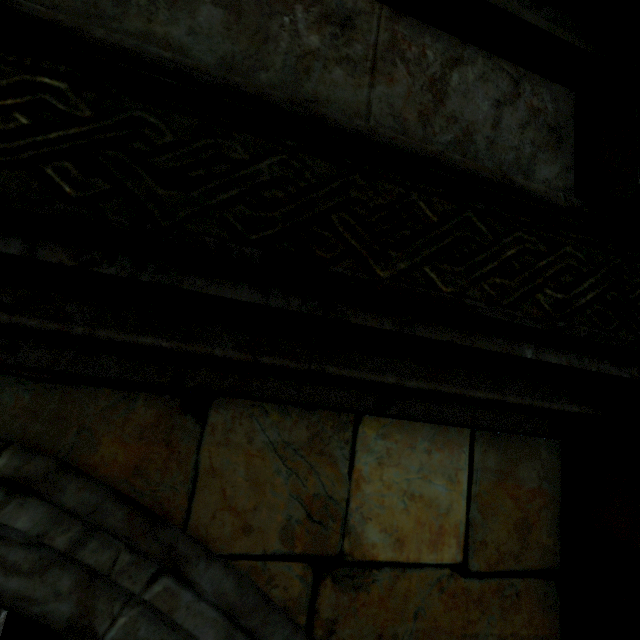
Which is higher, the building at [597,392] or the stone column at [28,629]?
the building at [597,392]

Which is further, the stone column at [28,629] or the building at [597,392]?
the stone column at [28,629]

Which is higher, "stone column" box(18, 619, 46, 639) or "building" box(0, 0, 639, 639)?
"building" box(0, 0, 639, 639)

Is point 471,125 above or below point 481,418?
above

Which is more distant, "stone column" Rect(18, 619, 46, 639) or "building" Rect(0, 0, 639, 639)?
"stone column" Rect(18, 619, 46, 639)
